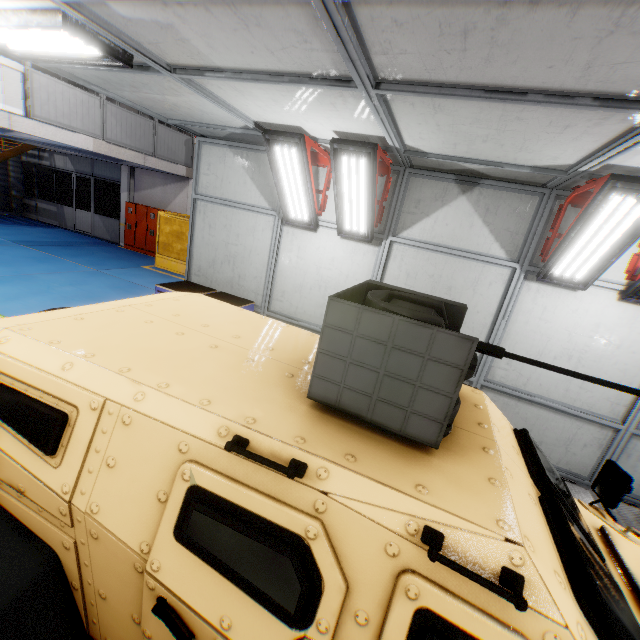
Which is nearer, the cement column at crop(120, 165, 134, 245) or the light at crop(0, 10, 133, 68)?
the light at crop(0, 10, 133, 68)

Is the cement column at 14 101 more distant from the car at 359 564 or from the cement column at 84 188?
the cement column at 84 188

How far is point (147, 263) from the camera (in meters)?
13.66

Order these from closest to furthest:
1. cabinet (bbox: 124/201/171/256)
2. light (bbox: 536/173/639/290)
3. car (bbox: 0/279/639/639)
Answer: car (bbox: 0/279/639/639), light (bbox: 536/173/639/290), cabinet (bbox: 124/201/171/256)

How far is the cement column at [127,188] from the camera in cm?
1516

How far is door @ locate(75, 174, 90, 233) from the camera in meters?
16.7

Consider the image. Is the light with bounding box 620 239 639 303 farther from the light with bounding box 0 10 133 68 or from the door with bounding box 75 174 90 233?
the door with bounding box 75 174 90 233

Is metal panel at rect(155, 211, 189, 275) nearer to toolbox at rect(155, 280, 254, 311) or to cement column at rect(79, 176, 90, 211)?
toolbox at rect(155, 280, 254, 311)
